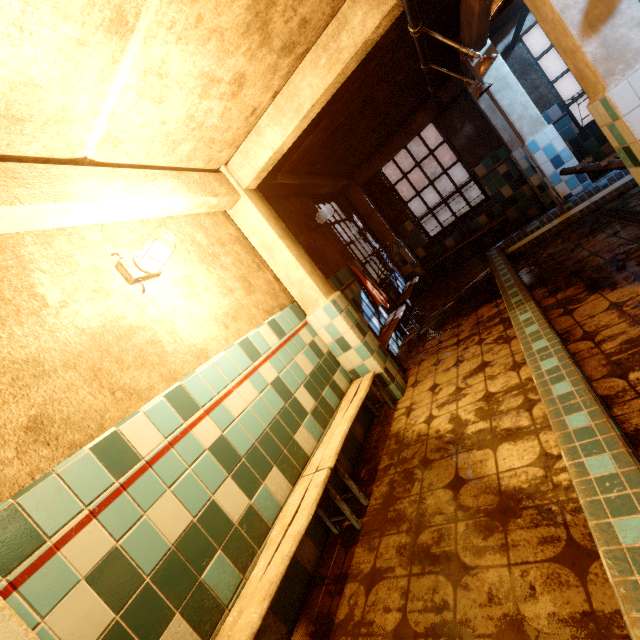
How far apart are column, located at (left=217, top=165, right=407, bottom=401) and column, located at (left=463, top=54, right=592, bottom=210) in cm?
356

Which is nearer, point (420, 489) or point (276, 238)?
point (420, 489)

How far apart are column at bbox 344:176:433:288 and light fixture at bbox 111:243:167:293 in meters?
5.5 m

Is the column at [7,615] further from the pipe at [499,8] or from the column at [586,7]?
the column at [586,7]

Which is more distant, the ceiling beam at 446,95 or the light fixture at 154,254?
the ceiling beam at 446,95

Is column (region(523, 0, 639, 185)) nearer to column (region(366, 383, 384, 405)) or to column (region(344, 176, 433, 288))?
column (region(366, 383, 384, 405))

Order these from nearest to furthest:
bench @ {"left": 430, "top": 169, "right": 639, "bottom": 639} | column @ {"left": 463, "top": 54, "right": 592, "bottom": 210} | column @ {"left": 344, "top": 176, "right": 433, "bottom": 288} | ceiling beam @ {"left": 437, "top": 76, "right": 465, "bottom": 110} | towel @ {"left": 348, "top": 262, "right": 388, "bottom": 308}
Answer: bench @ {"left": 430, "top": 169, "right": 639, "bottom": 639}, column @ {"left": 463, "top": 54, "right": 592, "bottom": 210}, towel @ {"left": 348, "top": 262, "right": 388, "bottom": 308}, ceiling beam @ {"left": 437, "top": 76, "right": 465, "bottom": 110}, column @ {"left": 344, "top": 176, "right": 433, "bottom": 288}

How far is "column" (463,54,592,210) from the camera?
4.4m
